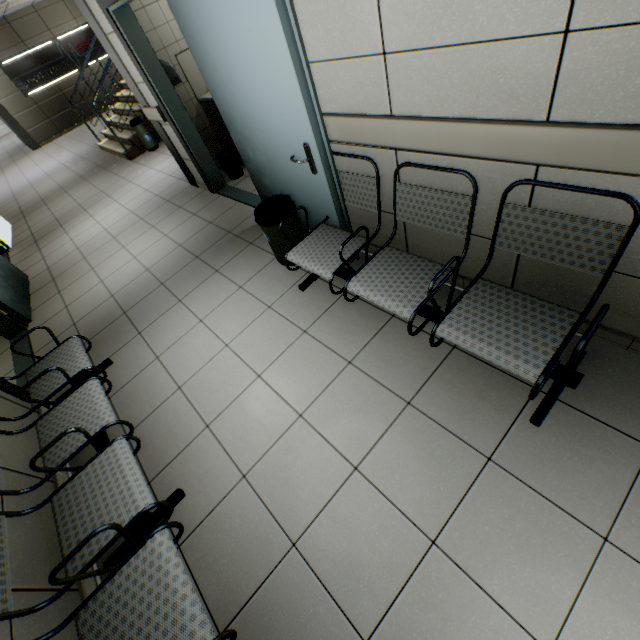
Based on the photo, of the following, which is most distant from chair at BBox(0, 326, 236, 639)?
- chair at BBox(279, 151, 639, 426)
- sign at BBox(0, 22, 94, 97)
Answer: sign at BBox(0, 22, 94, 97)

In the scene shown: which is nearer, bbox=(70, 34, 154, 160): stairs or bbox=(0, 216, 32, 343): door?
bbox=(0, 216, 32, 343): door

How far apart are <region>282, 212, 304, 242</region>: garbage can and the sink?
2.4 meters

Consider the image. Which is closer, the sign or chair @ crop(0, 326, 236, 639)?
chair @ crop(0, 326, 236, 639)

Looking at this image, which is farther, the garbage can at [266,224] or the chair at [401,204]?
Result: the garbage can at [266,224]

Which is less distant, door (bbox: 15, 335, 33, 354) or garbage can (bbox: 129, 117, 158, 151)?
door (bbox: 15, 335, 33, 354)

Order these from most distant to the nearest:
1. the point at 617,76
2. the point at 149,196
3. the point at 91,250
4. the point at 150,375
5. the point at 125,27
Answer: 1. the point at 149,196
2. the point at 91,250
3. the point at 125,27
4. the point at 150,375
5. the point at 617,76

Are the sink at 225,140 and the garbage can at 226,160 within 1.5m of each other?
yes
